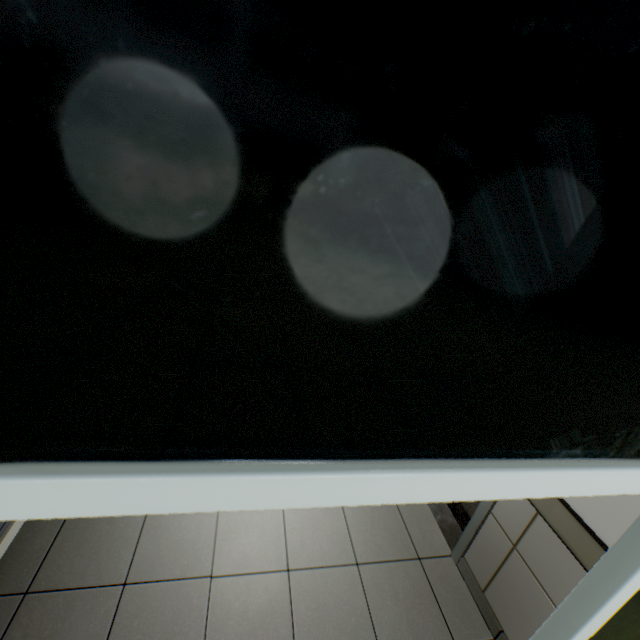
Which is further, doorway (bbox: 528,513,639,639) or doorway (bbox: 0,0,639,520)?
doorway (bbox: 528,513,639,639)

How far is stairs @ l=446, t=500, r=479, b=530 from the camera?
2.8m

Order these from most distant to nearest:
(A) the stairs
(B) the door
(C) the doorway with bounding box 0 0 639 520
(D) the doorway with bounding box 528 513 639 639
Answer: (A) the stairs < (B) the door < (D) the doorway with bounding box 528 513 639 639 < (C) the doorway with bounding box 0 0 639 520

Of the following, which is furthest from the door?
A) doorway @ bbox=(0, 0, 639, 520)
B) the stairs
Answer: doorway @ bbox=(0, 0, 639, 520)

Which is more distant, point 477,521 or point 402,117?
point 477,521

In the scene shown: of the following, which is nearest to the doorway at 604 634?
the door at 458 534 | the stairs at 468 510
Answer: the stairs at 468 510

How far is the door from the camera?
2.23m
